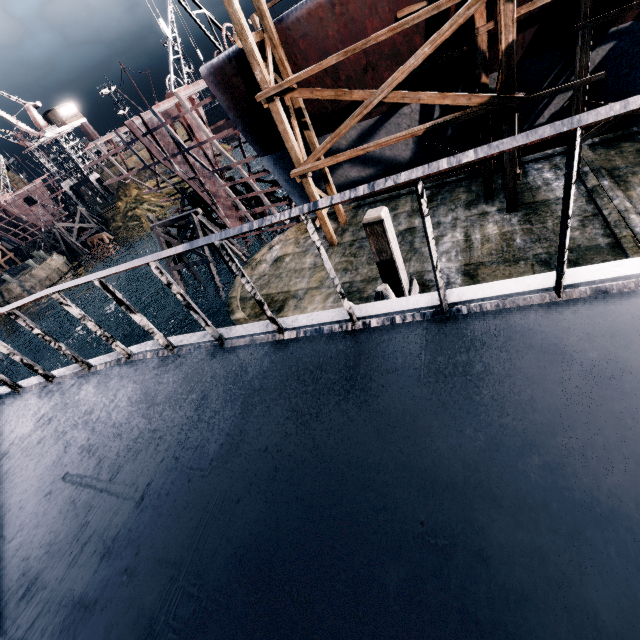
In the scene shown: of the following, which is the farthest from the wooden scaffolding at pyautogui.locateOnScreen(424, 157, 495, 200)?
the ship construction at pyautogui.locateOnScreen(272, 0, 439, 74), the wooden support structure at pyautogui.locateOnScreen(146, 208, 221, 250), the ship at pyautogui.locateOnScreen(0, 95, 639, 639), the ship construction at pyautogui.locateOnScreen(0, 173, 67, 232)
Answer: the ship construction at pyautogui.locateOnScreen(0, 173, 67, 232)

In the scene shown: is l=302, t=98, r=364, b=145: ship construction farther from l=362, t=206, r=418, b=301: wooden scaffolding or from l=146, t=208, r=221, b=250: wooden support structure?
l=362, t=206, r=418, b=301: wooden scaffolding

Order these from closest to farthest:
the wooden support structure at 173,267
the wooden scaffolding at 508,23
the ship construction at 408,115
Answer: the wooden scaffolding at 508,23 → the ship construction at 408,115 → the wooden support structure at 173,267

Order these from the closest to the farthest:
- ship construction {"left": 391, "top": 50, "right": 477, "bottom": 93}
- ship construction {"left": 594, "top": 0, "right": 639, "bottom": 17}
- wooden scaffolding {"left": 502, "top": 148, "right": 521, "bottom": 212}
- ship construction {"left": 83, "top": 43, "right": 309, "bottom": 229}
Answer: ship construction {"left": 594, "top": 0, "right": 639, "bottom": 17} → wooden scaffolding {"left": 502, "top": 148, "right": 521, "bottom": 212} → ship construction {"left": 391, "top": 50, "right": 477, "bottom": 93} → ship construction {"left": 83, "top": 43, "right": 309, "bottom": 229}

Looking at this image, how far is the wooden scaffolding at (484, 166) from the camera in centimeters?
1379cm

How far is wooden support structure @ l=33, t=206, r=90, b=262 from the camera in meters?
56.5

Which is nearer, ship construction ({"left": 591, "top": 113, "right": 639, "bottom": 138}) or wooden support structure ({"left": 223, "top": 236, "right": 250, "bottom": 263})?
ship construction ({"left": 591, "top": 113, "right": 639, "bottom": 138})

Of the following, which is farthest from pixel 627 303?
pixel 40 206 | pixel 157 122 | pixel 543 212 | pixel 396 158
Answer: pixel 40 206
